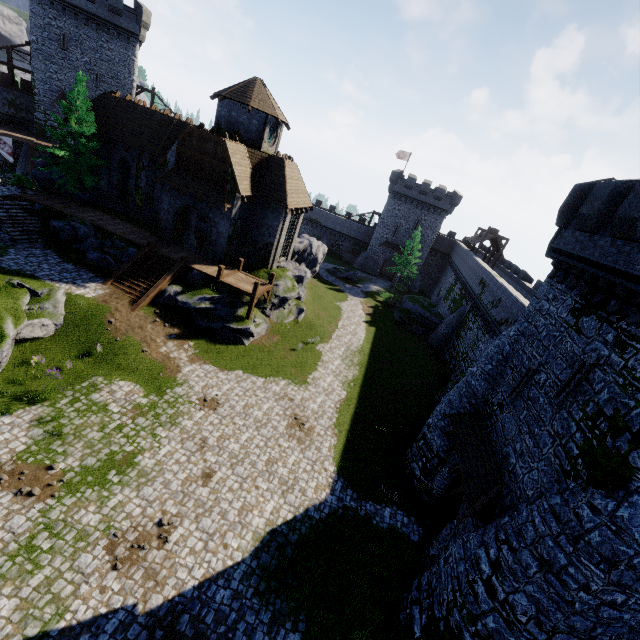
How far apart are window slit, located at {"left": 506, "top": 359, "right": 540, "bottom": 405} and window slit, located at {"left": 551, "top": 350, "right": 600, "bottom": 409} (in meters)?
1.53

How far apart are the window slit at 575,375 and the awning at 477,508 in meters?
3.1

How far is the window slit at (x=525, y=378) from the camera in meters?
12.9

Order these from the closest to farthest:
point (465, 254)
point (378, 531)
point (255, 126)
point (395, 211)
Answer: point (378, 531), point (255, 126), point (465, 254), point (395, 211)

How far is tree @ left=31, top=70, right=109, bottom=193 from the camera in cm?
2473

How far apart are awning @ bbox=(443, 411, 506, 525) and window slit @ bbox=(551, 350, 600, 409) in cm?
308

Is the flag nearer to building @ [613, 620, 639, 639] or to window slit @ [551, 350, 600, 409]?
building @ [613, 620, 639, 639]

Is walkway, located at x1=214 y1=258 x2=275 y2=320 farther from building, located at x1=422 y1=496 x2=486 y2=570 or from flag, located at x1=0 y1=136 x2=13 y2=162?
flag, located at x1=0 y1=136 x2=13 y2=162
